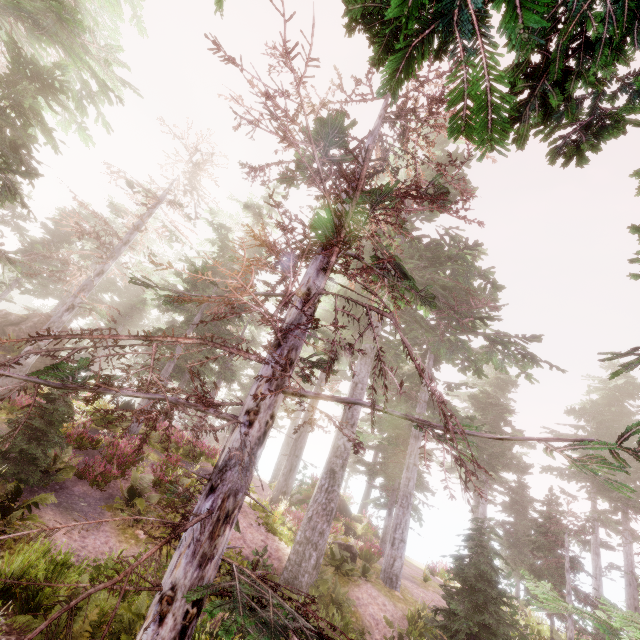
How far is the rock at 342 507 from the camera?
14.36m

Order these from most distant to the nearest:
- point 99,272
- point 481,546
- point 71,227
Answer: point 71,227
point 99,272
point 481,546

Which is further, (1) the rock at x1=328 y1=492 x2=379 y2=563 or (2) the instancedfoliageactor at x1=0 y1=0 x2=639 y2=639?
(1) the rock at x1=328 y1=492 x2=379 y2=563

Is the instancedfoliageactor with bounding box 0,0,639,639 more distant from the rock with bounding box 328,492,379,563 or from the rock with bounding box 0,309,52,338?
the rock with bounding box 328,492,379,563

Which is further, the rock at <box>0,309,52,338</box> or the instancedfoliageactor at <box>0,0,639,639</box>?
the rock at <box>0,309,52,338</box>

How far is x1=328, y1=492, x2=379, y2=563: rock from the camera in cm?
1436

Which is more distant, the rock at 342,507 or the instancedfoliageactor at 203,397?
the rock at 342,507

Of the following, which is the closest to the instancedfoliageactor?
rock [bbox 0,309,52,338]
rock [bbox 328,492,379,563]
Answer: rock [bbox 0,309,52,338]
